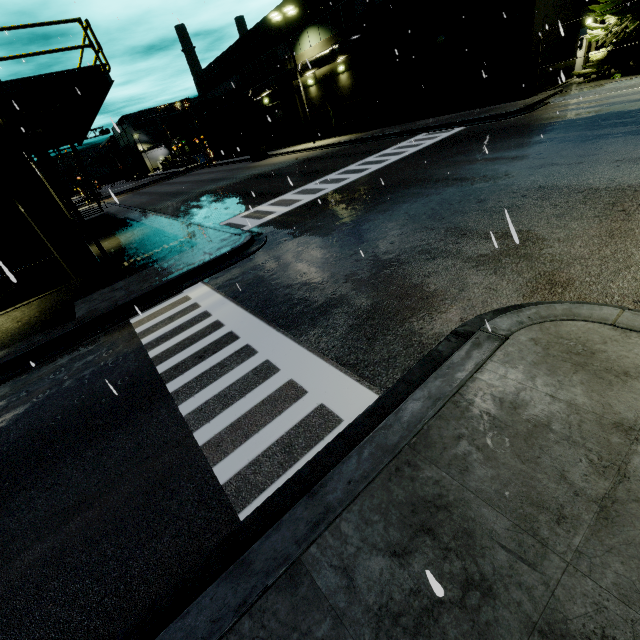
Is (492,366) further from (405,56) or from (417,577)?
(405,56)

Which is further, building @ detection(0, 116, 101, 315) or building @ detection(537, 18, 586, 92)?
building @ detection(537, 18, 586, 92)

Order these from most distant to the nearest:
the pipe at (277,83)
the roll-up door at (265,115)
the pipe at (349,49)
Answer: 1. the roll-up door at (265,115)
2. the pipe at (277,83)
3. the pipe at (349,49)

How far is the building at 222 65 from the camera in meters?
30.6 m

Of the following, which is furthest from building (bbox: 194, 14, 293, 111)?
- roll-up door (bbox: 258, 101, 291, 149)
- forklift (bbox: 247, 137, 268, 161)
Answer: forklift (bbox: 247, 137, 268, 161)

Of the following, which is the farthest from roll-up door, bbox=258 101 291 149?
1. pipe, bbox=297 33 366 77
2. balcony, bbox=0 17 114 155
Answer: balcony, bbox=0 17 114 155

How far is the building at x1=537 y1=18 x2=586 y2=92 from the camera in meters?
18.3
